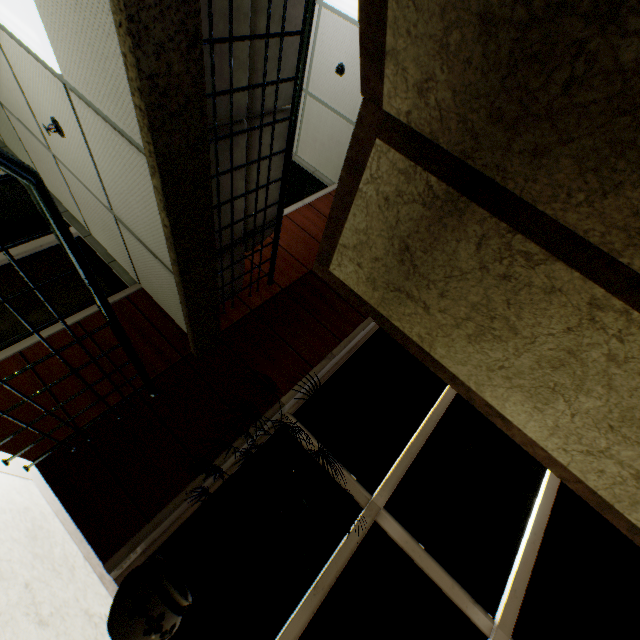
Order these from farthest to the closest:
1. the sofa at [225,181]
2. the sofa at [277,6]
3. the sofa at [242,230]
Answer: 1. the sofa at [242,230]
2. the sofa at [225,181]
3. the sofa at [277,6]

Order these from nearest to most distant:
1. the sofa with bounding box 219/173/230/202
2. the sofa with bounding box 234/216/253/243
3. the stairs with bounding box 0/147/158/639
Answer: the stairs with bounding box 0/147/158/639 → the sofa with bounding box 219/173/230/202 → the sofa with bounding box 234/216/253/243

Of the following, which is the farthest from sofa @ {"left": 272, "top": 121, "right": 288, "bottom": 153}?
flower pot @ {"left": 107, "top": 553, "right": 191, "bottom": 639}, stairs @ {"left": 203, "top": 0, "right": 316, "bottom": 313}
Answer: flower pot @ {"left": 107, "top": 553, "right": 191, "bottom": 639}

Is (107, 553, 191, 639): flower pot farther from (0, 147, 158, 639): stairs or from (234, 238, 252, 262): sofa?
(234, 238, 252, 262): sofa

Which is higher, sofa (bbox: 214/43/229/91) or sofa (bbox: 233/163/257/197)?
sofa (bbox: 233/163/257/197)

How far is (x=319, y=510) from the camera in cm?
292

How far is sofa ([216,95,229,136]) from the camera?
2.0 meters

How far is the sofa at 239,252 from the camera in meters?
3.1
